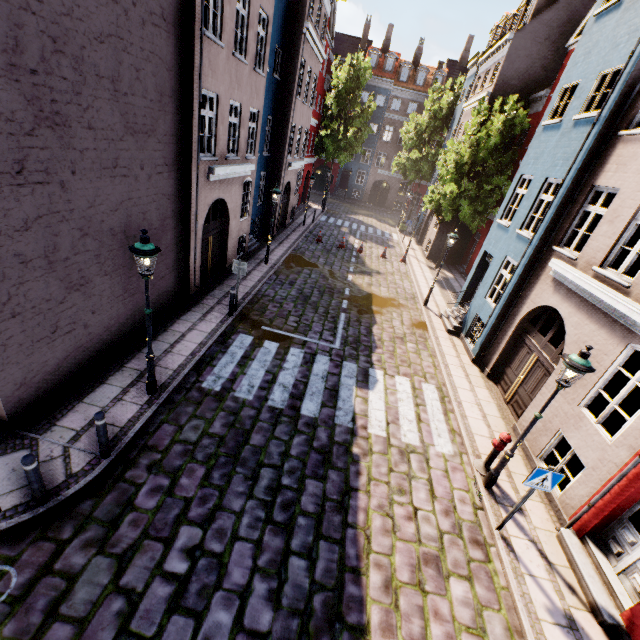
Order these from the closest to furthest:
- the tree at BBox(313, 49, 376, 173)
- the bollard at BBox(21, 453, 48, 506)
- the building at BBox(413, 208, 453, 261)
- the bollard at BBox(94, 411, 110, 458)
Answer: the bollard at BBox(21, 453, 48, 506)
the bollard at BBox(94, 411, 110, 458)
the building at BBox(413, 208, 453, 261)
the tree at BBox(313, 49, 376, 173)

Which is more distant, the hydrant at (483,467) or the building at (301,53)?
the hydrant at (483,467)

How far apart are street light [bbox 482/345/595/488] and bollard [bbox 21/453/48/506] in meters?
8.4

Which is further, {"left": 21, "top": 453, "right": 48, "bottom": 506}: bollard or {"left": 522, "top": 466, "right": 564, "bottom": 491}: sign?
{"left": 522, "top": 466, "right": 564, "bottom": 491}: sign

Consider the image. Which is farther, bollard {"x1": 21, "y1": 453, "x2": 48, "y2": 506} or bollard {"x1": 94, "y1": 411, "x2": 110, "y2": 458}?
bollard {"x1": 94, "y1": 411, "x2": 110, "y2": 458}

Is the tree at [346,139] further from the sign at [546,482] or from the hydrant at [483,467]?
the sign at [546,482]

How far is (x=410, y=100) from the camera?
38.4m

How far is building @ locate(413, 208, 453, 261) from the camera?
23.3 meters
